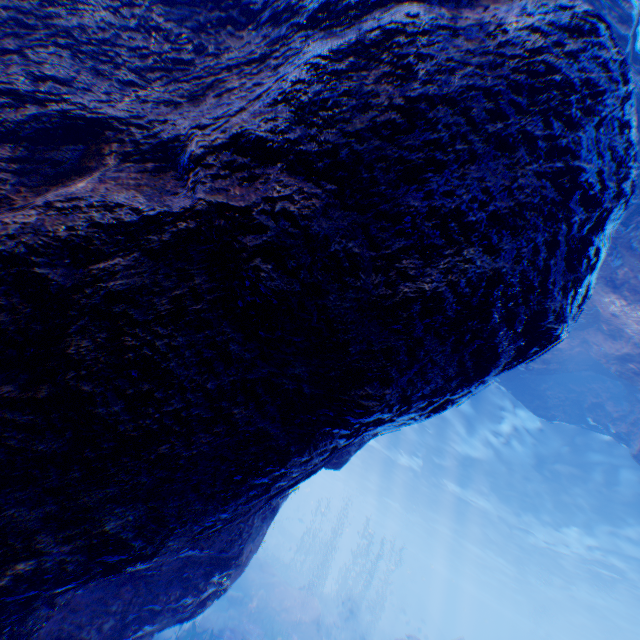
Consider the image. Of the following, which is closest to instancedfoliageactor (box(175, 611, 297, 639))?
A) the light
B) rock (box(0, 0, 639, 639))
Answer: rock (box(0, 0, 639, 639))

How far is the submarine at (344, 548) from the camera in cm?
5250

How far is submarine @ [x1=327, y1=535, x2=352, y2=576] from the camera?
52.5 meters

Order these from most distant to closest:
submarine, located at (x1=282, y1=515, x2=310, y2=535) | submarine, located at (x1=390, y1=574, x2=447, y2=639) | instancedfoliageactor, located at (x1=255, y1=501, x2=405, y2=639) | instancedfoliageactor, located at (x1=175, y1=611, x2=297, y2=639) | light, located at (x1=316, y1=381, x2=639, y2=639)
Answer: submarine, located at (x1=390, y1=574, x2=447, y2=639), submarine, located at (x1=282, y1=515, x2=310, y2=535), instancedfoliageactor, located at (x1=255, y1=501, x2=405, y2=639), light, located at (x1=316, y1=381, x2=639, y2=639), instancedfoliageactor, located at (x1=175, y1=611, x2=297, y2=639)

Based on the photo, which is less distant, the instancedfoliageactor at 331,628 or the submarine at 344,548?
the instancedfoliageactor at 331,628

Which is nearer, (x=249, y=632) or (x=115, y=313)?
(x=115, y=313)

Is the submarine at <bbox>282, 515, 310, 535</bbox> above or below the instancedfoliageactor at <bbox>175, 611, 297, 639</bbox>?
above
